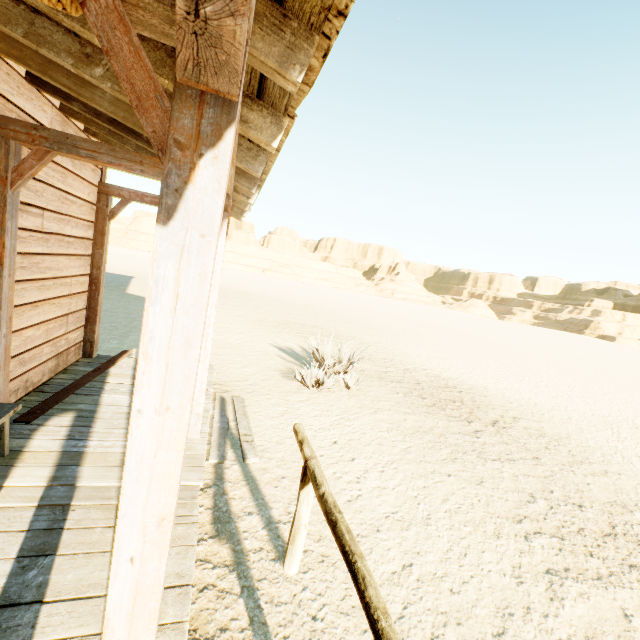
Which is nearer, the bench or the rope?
the rope

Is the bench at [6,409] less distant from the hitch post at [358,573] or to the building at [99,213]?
the building at [99,213]

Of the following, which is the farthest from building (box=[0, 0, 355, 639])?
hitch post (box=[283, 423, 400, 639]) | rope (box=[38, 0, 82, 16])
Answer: hitch post (box=[283, 423, 400, 639])

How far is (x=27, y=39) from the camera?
2.00m

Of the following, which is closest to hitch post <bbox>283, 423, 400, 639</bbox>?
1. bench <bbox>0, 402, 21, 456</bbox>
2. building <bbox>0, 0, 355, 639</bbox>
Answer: building <bbox>0, 0, 355, 639</bbox>

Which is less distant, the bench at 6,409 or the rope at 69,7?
the rope at 69,7

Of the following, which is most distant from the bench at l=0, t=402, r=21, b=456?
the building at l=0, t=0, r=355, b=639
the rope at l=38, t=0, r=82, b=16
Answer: the rope at l=38, t=0, r=82, b=16

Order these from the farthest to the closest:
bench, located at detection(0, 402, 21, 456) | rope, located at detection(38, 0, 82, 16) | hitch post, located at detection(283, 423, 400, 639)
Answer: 1. bench, located at detection(0, 402, 21, 456)
2. hitch post, located at detection(283, 423, 400, 639)
3. rope, located at detection(38, 0, 82, 16)
